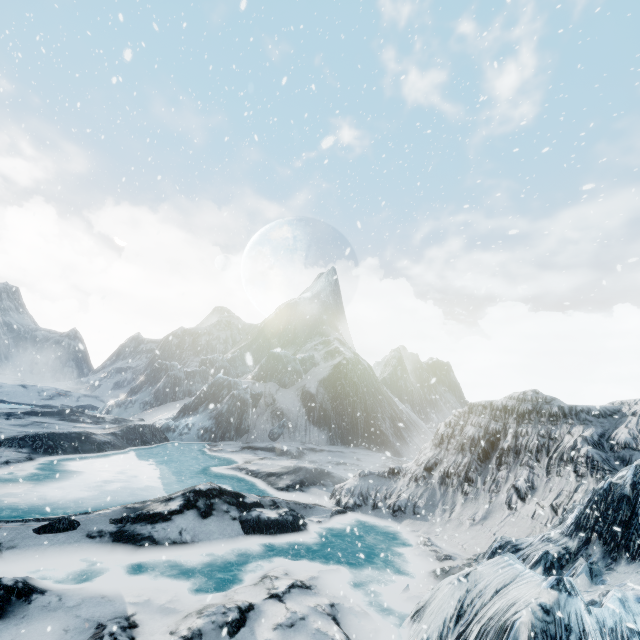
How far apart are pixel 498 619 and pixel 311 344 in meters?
44.8
